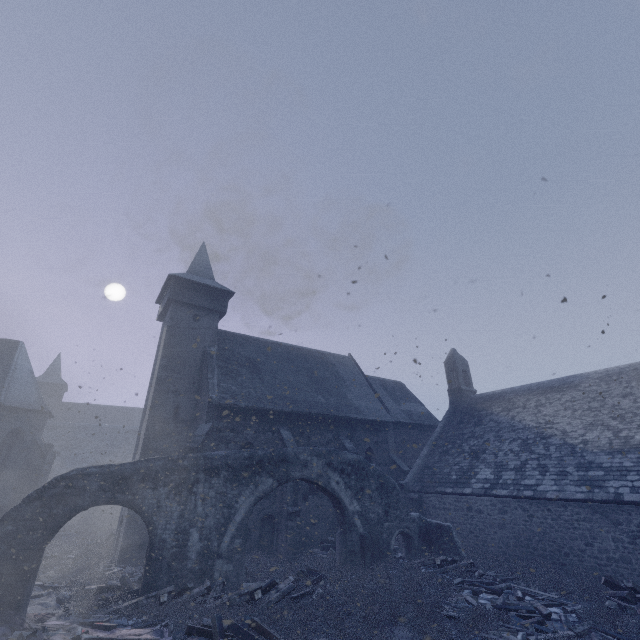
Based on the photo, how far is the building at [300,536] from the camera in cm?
1545

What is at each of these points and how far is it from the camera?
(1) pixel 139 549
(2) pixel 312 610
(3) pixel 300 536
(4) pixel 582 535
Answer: (1) building, 14.97m
(2) instancedfoliageactor, 9.08m
(3) building, 16.95m
(4) building, 12.74m

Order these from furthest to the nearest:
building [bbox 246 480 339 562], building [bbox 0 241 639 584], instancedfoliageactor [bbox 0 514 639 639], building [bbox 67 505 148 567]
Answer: building [bbox 246 480 339 562] < building [bbox 67 505 148 567] < building [bbox 0 241 639 584] < instancedfoliageactor [bbox 0 514 639 639]

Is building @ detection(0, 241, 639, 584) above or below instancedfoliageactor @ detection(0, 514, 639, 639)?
above

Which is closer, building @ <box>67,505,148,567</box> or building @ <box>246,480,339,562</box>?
building @ <box>67,505,148,567</box>

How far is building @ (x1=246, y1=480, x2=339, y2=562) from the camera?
15.5m
